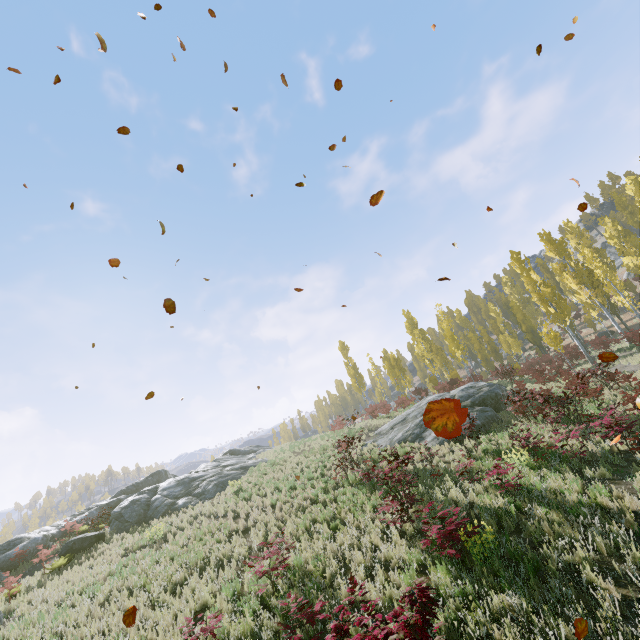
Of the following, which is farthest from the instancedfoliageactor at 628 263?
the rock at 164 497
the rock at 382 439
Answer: the rock at 164 497

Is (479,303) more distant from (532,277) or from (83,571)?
(83,571)

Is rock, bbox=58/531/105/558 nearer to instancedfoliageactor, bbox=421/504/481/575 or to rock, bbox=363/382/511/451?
rock, bbox=363/382/511/451

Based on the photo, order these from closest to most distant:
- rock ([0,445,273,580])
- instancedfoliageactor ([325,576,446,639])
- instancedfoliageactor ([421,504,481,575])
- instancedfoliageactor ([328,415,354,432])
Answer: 1. instancedfoliageactor ([325,576,446,639])
2. instancedfoliageactor ([421,504,481,575])
3. rock ([0,445,273,580])
4. instancedfoliageactor ([328,415,354,432])

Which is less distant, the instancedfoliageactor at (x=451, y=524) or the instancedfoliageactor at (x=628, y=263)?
the instancedfoliageactor at (x=451, y=524)

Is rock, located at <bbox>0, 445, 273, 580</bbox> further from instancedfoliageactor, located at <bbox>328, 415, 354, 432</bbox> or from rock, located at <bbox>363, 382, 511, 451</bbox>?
instancedfoliageactor, located at <bbox>328, 415, 354, 432</bbox>

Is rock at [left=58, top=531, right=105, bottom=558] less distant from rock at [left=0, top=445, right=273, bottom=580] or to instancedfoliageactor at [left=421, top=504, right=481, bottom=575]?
rock at [left=0, top=445, right=273, bottom=580]
